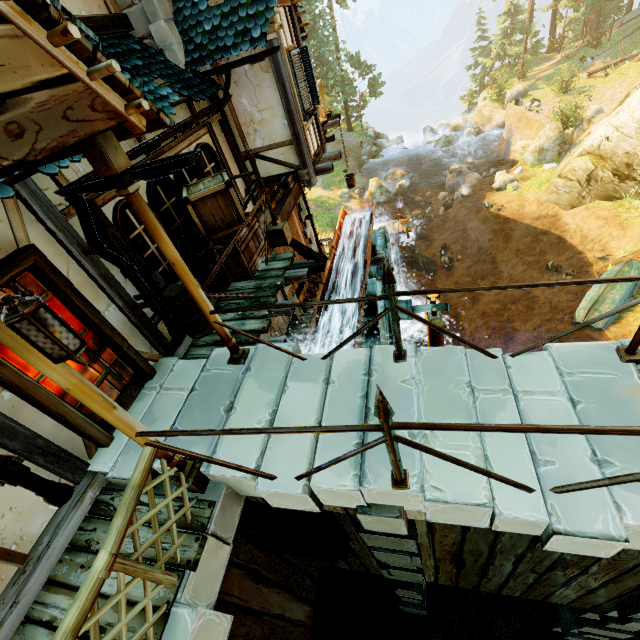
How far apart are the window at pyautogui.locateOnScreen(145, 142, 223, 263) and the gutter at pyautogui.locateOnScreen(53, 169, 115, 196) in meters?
0.3

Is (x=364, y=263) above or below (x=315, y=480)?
below

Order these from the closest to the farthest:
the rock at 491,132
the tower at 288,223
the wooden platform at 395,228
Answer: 1. the tower at 288,223
2. the wooden platform at 395,228
3. the rock at 491,132

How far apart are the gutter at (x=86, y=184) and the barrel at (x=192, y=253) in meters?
1.1 m

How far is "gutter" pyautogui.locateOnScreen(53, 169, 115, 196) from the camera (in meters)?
3.30

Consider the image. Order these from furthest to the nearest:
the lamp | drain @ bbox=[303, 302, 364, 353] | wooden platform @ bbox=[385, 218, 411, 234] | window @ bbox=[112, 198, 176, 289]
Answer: wooden platform @ bbox=[385, 218, 411, 234] < drain @ bbox=[303, 302, 364, 353] < window @ bbox=[112, 198, 176, 289] < the lamp

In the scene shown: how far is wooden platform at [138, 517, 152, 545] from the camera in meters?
3.3
